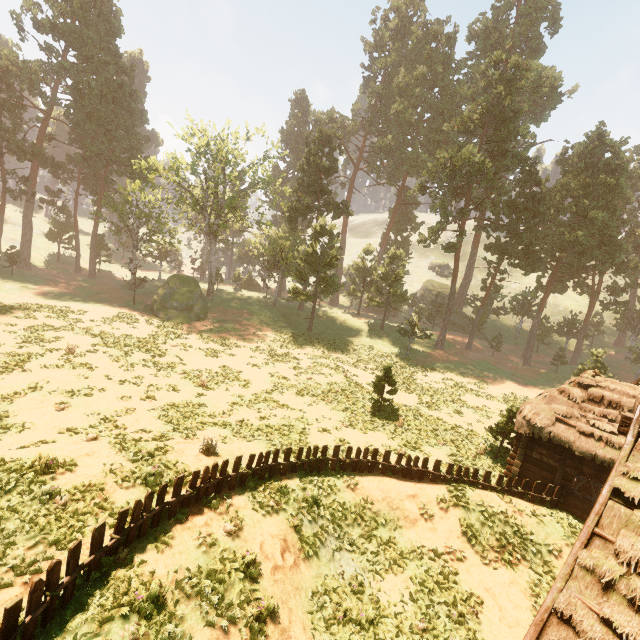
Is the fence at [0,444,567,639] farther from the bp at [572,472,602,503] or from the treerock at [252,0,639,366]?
the treerock at [252,0,639,366]

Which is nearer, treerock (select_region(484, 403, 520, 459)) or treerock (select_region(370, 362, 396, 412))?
treerock (select_region(484, 403, 520, 459))

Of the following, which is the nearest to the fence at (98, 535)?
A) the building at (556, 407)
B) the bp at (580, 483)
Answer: the building at (556, 407)

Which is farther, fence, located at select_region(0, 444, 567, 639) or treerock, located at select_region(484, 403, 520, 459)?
treerock, located at select_region(484, 403, 520, 459)

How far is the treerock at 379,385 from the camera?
21.5m

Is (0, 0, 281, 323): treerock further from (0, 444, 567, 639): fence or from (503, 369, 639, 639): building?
(0, 444, 567, 639): fence

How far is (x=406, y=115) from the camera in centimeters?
4903cm
